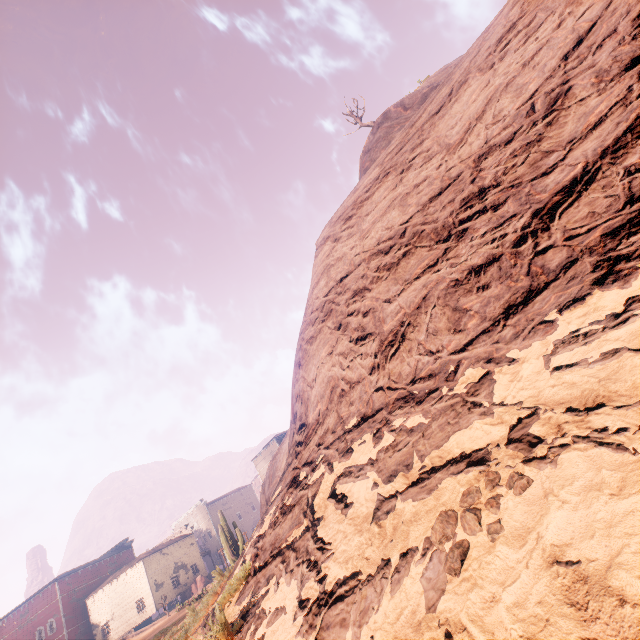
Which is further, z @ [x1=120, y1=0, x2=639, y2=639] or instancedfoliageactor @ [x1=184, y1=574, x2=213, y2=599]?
instancedfoliageactor @ [x1=184, y1=574, x2=213, y2=599]

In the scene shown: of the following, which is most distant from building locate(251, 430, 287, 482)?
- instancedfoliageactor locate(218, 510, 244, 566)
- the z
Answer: instancedfoliageactor locate(218, 510, 244, 566)

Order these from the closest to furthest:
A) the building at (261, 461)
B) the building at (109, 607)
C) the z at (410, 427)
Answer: the z at (410, 427) → the building at (109, 607) → the building at (261, 461)

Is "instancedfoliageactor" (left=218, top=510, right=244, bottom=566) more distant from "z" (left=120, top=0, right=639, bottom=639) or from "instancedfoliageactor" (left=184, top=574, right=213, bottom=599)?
"instancedfoliageactor" (left=184, top=574, right=213, bottom=599)

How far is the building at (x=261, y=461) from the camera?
48.6m

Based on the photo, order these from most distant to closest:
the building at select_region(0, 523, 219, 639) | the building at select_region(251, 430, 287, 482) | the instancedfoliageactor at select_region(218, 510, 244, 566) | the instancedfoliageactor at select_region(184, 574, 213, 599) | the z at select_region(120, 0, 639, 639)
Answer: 1. the building at select_region(251, 430, 287, 482)
2. the instancedfoliageactor at select_region(184, 574, 213, 599)
3. the building at select_region(0, 523, 219, 639)
4. the instancedfoliageactor at select_region(218, 510, 244, 566)
5. the z at select_region(120, 0, 639, 639)

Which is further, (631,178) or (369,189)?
(369,189)

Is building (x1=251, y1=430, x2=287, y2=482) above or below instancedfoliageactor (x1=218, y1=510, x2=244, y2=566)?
above
